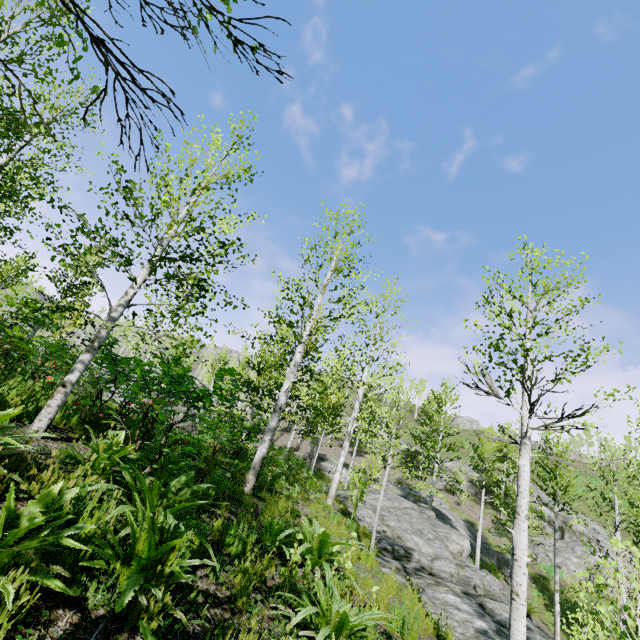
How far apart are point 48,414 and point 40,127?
8.07m

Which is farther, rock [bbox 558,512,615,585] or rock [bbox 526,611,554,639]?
rock [bbox 558,512,615,585]

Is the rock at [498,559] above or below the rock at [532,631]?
above

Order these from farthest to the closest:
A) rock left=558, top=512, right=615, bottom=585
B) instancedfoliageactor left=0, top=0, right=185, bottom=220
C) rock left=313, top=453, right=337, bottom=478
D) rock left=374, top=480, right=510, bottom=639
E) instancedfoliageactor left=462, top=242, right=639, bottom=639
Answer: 1. rock left=313, top=453, right=337, bottom=478
2. rock left=558, top=512, right=615, bottom=585
3. rock left=374, top=480, right=510, bottom=639
4. instancedfoliageactor left=462, top=242, right=639, bottom=639
5. instancedfoliageactor left=0, top=0, right=185, bottom=220

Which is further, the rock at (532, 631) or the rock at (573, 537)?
the rock at (573, 537)

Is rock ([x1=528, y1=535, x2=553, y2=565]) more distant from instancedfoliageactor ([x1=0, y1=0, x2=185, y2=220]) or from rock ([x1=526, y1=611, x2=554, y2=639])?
rock ([x1=526, y1=611, x2=554, y2=639])

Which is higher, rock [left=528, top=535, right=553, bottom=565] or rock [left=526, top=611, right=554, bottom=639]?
rock [left=528, top=535, right=553, bottom=565]
